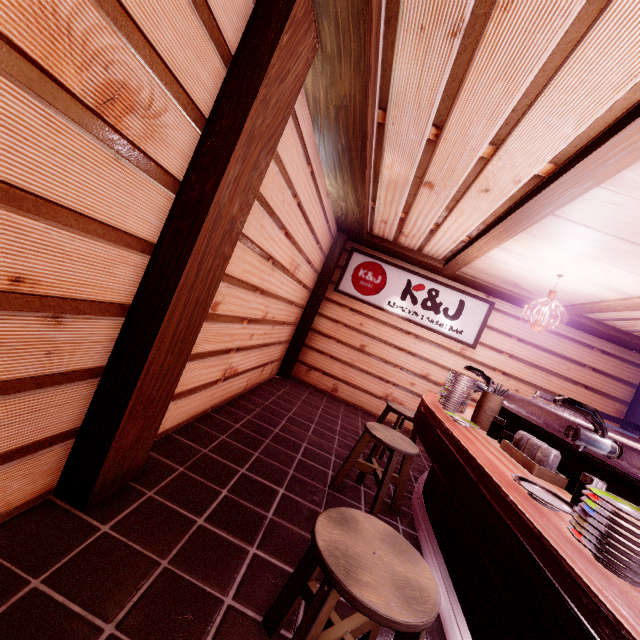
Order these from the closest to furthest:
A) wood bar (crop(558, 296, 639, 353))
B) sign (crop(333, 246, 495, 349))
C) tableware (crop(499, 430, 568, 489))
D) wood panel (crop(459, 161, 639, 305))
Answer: tableware (crop(499, 430, 568, 489)) → wood panel (crop(459, 161, 639, 305)) → wood bar (crop(558, 296, 639, 353)) → sign (crop(333, 246, 495, 349))

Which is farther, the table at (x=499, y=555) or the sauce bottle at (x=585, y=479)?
the sauce bottle at (x=585, y=479)

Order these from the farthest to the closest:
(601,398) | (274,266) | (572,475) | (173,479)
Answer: (601,398), (274,266), (173,479), (572,475)

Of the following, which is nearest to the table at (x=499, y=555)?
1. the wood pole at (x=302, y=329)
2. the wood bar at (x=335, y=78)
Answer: the wood bar at (x=335, y=78)

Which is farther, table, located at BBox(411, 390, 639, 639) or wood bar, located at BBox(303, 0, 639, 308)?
wood bar, located at BBox(303, 0, 639, 308)

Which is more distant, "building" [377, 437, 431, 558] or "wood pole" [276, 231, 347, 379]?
"wood pole" [276, 231, 347, 379]

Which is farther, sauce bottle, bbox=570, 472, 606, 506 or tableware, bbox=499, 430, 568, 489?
tableware, bbox=499, 430, 568, 489

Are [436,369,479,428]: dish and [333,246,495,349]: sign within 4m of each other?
no
